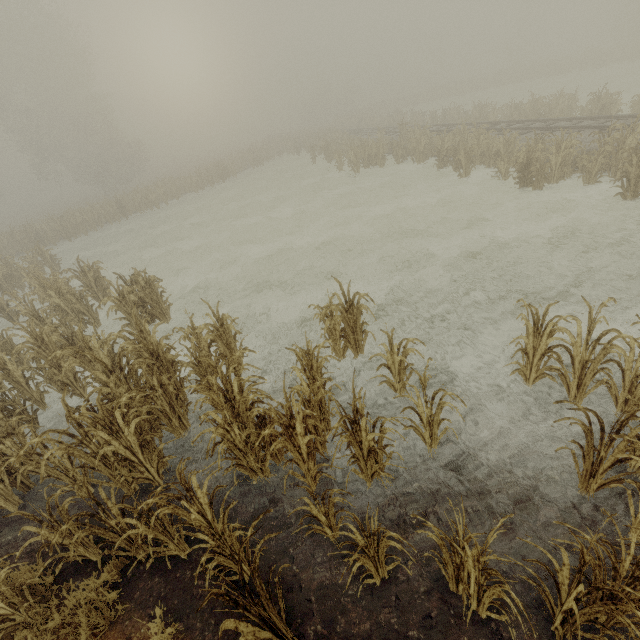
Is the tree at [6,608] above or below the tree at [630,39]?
below

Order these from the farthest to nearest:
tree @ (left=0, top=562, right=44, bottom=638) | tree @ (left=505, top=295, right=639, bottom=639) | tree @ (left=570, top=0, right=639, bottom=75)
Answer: tree @ (left=570, top=0, right=639, bottom=75), tree @ (left=0, top=562, right=44, bottom=638), tree @ (left=505, top=295, right=639, bottom=639)

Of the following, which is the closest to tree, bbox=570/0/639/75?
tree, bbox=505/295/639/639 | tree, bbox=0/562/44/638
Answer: tree, bbox=505/295/639/639

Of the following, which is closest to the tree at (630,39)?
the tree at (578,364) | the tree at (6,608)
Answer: the tree at (578,364)

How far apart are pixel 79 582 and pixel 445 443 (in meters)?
5.25

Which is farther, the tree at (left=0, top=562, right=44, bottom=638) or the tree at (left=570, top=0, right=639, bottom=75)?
the tree at (left=570, top=0, right=639, bottom=75)

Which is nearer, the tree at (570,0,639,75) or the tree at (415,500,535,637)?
the tree at (415,500,535,637)
